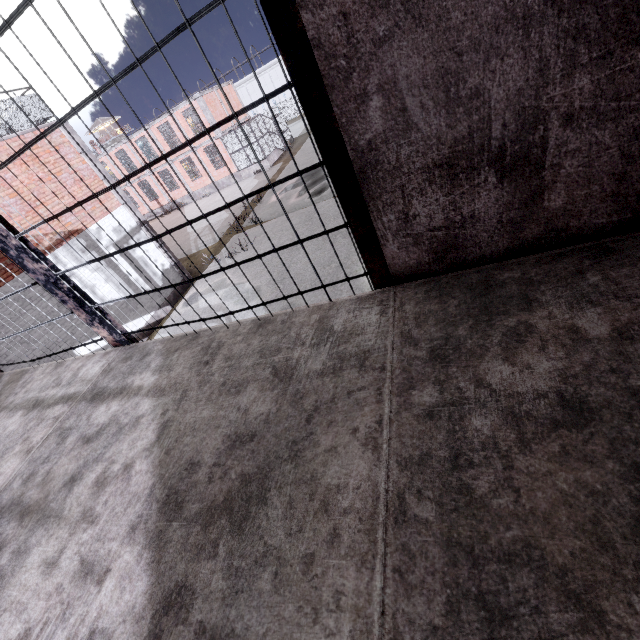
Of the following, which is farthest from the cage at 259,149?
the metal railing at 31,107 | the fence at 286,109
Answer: the fence at 286,109

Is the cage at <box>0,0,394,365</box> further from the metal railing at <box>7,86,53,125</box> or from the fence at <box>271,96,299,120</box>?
the fence at <box>271,96,299,120</box>

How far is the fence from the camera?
50.50m

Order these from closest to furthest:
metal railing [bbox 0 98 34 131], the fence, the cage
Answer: the cage
metal railing [bbox 0 98 34 131]
the fence

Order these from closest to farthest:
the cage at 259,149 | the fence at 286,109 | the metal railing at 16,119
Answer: the cage at 259,149 < the metal railing at 16,119 < the fence at 286,109

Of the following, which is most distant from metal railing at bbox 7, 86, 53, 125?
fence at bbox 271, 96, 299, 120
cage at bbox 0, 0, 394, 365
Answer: fence at bbox 271, 96, 299, 120

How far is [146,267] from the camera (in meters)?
13.16

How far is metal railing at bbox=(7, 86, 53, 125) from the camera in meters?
10.1
